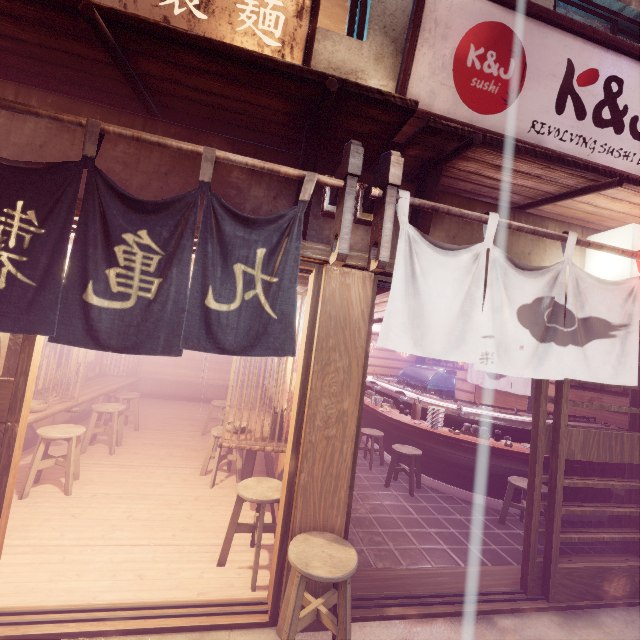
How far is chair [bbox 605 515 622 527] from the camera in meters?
Answer: 8.4

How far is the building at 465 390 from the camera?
17.77m

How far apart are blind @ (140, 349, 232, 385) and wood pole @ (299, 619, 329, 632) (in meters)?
14.31

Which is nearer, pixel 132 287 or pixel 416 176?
pixel 132 287

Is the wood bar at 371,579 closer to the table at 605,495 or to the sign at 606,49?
the table at 605,495

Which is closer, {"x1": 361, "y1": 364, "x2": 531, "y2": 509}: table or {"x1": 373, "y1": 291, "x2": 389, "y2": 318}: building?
{"x1": 373, "y1": 291, "x2": 389, "y2": 318}: building

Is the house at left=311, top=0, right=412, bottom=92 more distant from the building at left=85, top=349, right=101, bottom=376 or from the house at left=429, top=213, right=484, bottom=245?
the building at left=85, top=349, right=101, bottom=376

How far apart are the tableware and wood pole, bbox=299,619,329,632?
6.5 meters
